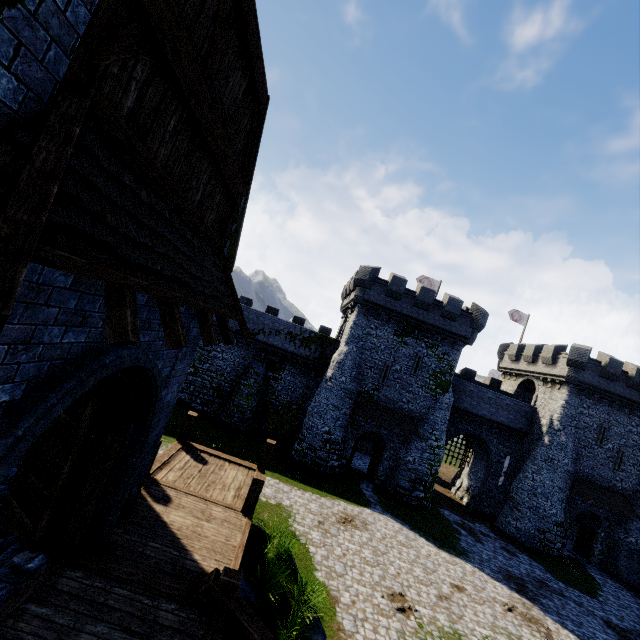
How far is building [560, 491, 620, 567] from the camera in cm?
2708

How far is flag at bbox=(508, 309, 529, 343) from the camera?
36.9 meters

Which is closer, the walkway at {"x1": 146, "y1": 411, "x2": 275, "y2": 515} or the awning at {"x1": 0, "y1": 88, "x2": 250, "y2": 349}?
the awning at {"x1": 0, "y1": 88, "x2": 250, "y2": 349}

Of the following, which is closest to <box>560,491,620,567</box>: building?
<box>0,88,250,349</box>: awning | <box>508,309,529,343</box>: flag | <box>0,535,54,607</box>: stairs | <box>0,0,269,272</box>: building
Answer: <box>508,309,529,343</box>: flag

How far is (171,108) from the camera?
3.7 meters

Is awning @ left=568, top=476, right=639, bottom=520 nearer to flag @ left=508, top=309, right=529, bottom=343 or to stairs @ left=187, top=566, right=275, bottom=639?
flag @ left=508, top=309, right=529, bottom=343

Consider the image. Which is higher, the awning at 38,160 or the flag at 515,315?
the flag at 515,315

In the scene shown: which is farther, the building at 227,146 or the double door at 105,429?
the double door at 105,429
